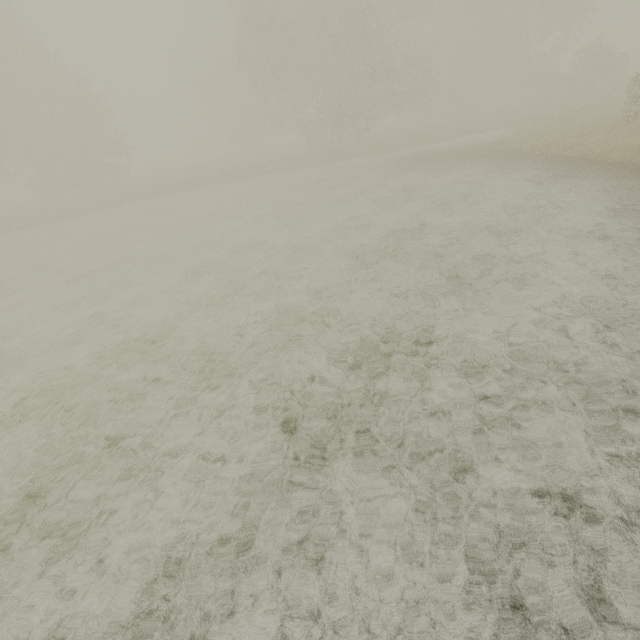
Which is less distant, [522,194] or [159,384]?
[159,384]
